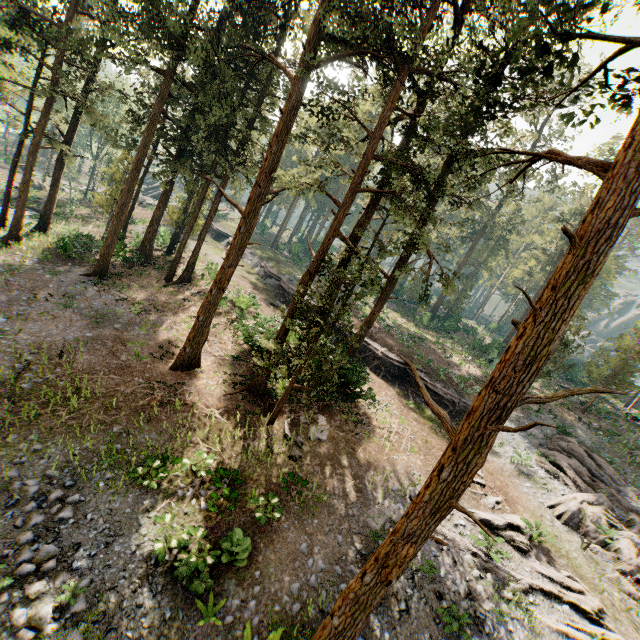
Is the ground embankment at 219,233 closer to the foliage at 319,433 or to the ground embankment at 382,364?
the foliage at 319,433

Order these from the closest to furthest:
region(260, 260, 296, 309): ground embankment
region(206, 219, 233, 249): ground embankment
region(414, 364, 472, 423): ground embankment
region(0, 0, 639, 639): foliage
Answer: region(0, 0, 639, 639): foliage, region(414, 364, 472, 423): ground embankment, region(260, 260, 296, 309): ground embankment, region(206, 219, 233, 249): ground embankment

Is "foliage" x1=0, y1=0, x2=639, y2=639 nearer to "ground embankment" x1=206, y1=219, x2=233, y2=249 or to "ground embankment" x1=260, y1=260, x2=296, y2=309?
"ground embankment" x1=260, y1=260, x2=296, y2=309

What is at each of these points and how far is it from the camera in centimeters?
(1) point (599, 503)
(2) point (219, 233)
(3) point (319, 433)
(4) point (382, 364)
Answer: (1) foliage, 1992cm
(2) ground embankment, 4875cm
(3) foliage, 1677cm
(4) ground embankment, 2739cm

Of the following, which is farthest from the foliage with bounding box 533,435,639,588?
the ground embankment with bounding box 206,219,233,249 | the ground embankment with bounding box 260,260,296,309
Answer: the ground embankment with bounding box 206,219,233,249
